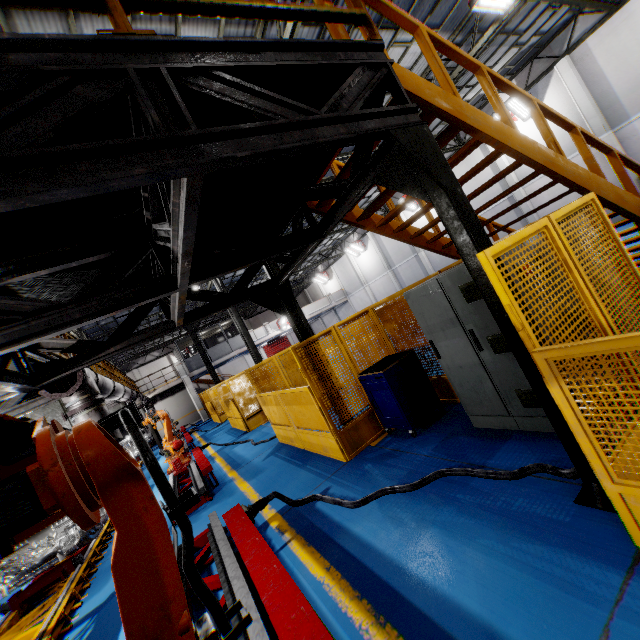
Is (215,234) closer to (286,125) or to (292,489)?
(286,125)

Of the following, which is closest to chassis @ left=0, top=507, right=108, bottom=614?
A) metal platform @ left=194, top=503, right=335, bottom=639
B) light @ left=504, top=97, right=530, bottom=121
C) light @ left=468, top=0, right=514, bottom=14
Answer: metal platform @ left=194, top=503, right=335, bottom=639

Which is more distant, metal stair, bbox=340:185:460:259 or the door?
the door

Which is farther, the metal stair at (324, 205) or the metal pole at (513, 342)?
the metal stair at (324, 205)

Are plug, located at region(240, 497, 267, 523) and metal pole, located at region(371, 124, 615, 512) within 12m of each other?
yes

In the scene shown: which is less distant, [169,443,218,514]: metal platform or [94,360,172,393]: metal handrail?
[169,443,218,514]: metal platform

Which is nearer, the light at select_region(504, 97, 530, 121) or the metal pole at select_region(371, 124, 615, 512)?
the metal pole at select_region(371, 124, 615, 512)

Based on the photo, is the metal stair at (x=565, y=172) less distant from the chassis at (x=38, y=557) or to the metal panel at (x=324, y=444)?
the metal panel at (x=324, y=444)
